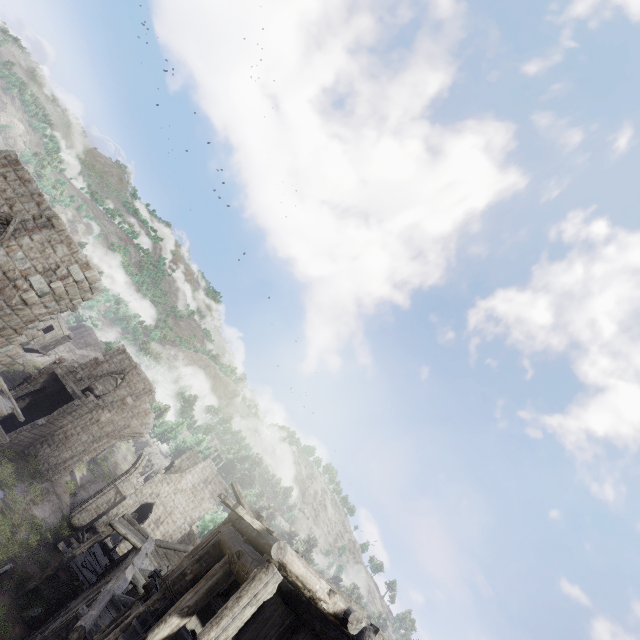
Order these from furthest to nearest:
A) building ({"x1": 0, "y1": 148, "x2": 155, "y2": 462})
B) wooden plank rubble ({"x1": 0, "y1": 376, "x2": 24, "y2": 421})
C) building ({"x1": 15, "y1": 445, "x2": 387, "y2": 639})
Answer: wooden plank rubble ({"x1": 0, "y1": 376, "x2": 24, "y2": 421}), building ({"x1": 0, "y1": 148, "x2": 155, "y2": 462}), building ({"x1": 15, "y1": 445, "x2": 387, "y2": 639})

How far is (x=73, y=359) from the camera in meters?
48.2 m

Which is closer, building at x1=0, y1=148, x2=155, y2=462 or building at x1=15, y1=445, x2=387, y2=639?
Answer: building at x1=15, y1=445, x2=387, y2=639

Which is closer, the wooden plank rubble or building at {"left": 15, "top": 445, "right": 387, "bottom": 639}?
building at {"left": 15, "top": 445, "right": 387, "bottom": 639}

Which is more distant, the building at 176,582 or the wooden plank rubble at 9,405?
the wooden plank rubble at 9,405

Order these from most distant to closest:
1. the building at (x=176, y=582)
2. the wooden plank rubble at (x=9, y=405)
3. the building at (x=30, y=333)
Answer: the wooden plank rubble at (x=9, y=405) → the building at (x=30, y=333) → the building at (x=176, y=582)
